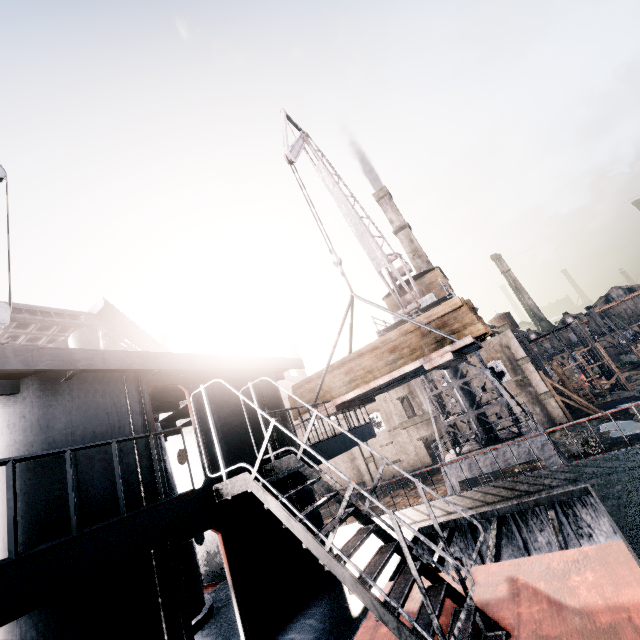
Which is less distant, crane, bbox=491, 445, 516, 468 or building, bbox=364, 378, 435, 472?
crane, bbox=491, 445, 516, 468

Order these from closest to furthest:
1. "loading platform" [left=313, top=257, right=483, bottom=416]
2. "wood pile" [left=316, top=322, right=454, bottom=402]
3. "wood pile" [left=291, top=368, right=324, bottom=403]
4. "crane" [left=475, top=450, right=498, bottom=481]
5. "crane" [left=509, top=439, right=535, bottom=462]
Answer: "loading platform" [left=313, top=257, right=483, bottom=416]
"wood pile" [left=316, top=322, right=454, bottom=402]
"wood pile" [left=291, top=368, right=324, bottom=403]
"crane" [left=509, top=439, right=535, bottom=462]
"crane" [left=475, top=450, right=498, bottom=481]

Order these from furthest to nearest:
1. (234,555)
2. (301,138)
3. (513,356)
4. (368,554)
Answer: (513,356)
(301,138)
(368,554)
(234,555)

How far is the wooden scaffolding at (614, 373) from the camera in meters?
46.9

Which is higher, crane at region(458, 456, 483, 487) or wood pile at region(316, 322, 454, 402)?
wood pile at region(316, 322, 454, 402)

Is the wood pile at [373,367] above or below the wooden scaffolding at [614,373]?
above

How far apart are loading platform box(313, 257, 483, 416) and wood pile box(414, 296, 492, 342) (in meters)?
0.01

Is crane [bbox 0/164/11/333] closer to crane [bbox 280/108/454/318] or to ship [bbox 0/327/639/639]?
ship [bbox 0/327/639/639]
